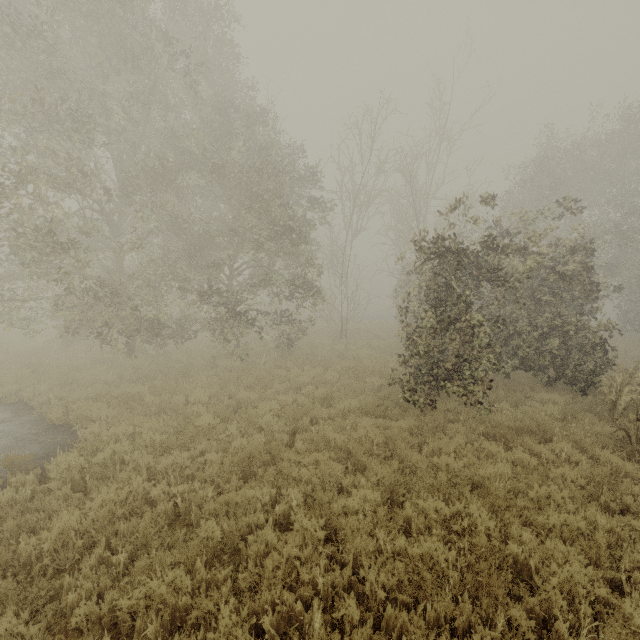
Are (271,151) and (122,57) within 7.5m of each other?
yes
